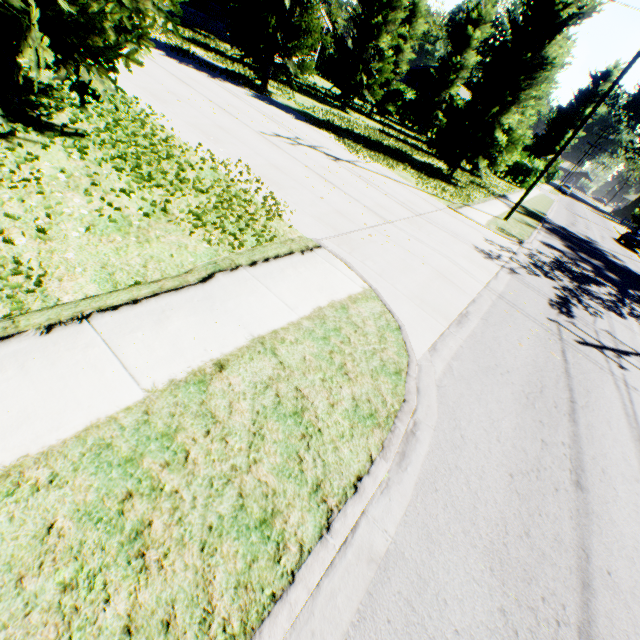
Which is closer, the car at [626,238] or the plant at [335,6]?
the car at [626,238]

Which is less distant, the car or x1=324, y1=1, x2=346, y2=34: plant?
the car

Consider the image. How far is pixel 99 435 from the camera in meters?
2.6 m

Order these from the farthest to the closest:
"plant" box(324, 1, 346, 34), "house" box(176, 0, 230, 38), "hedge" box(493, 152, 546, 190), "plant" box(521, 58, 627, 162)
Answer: "plant" box(521, 58, 627, 162)
"plant" box(324, 1, 346, 34)
"hedge" box(493, 152, 546, 190)
"house" box(176, 0, 230, 38)

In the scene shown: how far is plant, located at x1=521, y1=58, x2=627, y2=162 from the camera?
49.56m

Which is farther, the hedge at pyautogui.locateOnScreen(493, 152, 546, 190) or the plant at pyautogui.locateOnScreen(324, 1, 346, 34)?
the plant at pyautogui.locateOnScreen(324, 1, 346, 34)

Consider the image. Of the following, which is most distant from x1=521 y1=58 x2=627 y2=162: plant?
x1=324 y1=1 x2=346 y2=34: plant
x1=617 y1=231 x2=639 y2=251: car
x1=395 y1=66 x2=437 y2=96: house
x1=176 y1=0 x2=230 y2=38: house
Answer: x1=176 y1=0 x2=230 y2=38: house

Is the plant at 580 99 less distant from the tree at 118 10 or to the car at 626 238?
the tree at 118 10
